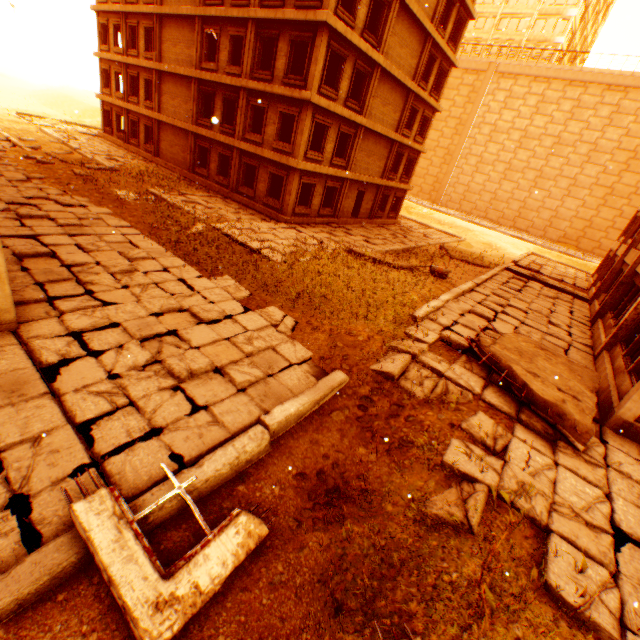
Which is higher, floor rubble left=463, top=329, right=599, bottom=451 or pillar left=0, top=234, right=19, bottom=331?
floor rubble left=463, top=329, right=599, bottom=451

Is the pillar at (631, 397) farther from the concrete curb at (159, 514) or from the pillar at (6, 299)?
the concrete curb at (159, 514)

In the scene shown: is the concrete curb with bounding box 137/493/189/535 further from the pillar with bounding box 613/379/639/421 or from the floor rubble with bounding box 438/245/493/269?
the floor rubble with bounding box 438/245/493/269

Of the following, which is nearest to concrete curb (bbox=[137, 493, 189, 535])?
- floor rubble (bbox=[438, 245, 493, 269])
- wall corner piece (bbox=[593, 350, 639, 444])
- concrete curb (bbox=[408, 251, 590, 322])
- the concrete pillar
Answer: concrete curb (bbox=[408, 251, 590, 322])

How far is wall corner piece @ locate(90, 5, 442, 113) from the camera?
15.0m

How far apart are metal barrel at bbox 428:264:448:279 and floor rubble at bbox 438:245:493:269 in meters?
6.5 m

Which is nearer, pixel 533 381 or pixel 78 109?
pixel 533 381

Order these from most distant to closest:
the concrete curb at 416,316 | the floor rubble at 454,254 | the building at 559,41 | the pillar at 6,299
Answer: the building at 559,41, the floor rubble at 454,254, the concrete curb at 416,316, the pillar at 6,299
